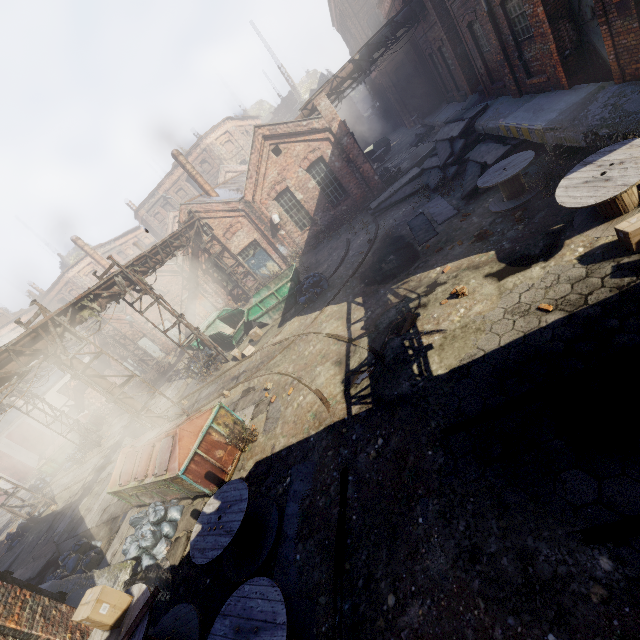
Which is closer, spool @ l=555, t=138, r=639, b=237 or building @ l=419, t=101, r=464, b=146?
spool @ l=555, t=138, r=639, b=237

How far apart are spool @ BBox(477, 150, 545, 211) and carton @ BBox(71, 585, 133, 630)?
12.1m

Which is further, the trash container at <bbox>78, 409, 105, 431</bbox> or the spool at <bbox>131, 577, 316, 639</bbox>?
the trash container at <bbox>78, 409, 105, 431</bbox>

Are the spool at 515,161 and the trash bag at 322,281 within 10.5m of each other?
yes

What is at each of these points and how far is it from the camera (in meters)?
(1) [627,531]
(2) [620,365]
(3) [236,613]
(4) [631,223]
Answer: (1) track, 3.30
(2) track, 4.46
(3) spool, 4.59
(4) carton, 5.51

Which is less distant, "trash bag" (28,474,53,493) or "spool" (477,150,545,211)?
"spool" (477,150,545,211)

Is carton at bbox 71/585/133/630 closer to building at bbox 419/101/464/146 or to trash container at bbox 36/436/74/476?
building at bbox 419/101/464/146

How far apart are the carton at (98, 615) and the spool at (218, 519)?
1.2 meters
